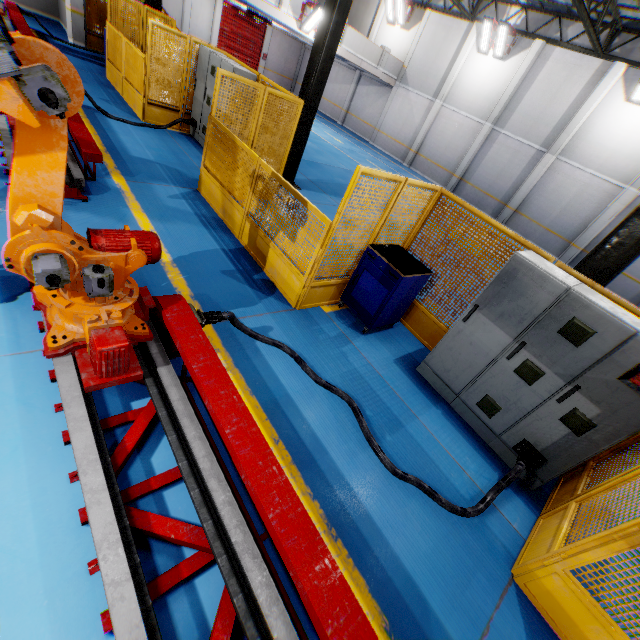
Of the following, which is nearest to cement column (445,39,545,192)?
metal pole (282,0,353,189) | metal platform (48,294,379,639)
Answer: metal pole (282,0,353,189)

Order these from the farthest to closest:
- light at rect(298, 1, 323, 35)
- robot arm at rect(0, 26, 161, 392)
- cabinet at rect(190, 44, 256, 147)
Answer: light at rect(298, 1, 323, 35) → cabinet at rect(190, 44, 256, 147) → robot arm at rect(0, 26, 161, 392)

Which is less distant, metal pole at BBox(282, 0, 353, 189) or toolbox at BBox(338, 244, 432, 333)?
toolbox at BBox(338, 244, 432, 333)

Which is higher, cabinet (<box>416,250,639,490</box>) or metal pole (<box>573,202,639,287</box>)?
metal pole (<box>573,202,639,287</box>)

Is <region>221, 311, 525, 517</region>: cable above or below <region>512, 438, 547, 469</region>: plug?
below

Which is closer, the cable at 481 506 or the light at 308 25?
the cable at 481 506

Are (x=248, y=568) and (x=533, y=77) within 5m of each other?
no

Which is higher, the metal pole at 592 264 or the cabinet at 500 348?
the metal pole at 592 264
